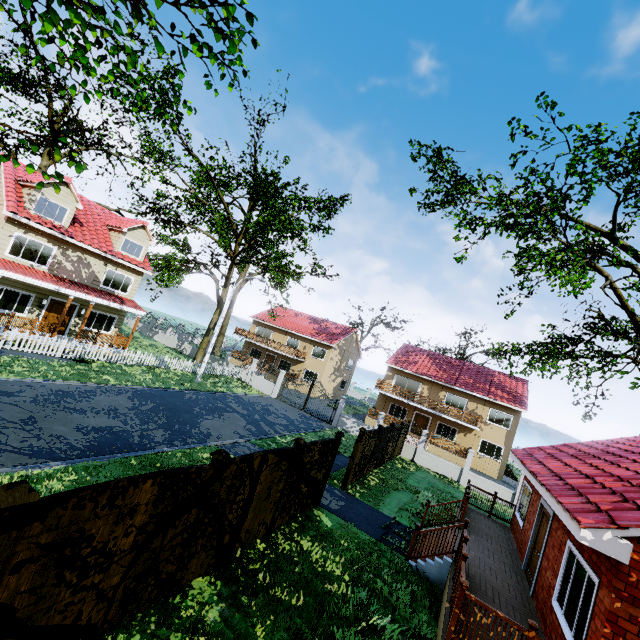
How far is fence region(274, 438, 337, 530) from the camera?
8.91m

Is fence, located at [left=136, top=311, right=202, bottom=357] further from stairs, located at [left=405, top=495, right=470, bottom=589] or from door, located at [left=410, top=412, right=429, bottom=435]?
door, located at [left=410, top=412, right=429, bottom=435]

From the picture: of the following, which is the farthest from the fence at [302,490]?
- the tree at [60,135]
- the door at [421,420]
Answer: the door at [421,420]

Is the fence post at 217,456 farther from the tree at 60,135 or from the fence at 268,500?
the tree at 60,135

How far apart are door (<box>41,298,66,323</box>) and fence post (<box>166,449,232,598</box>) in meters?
20.0

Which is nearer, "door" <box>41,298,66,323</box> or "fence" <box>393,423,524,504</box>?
"door" <box>41,298,66,323</box>

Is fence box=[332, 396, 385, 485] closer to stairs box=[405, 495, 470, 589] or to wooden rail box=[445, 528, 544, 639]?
stairs box=[405, 495, 470, 589]

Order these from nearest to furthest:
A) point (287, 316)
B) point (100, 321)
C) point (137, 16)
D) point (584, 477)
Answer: point (137, 16)
point (584, 477)
point (100, 321)
point (287, 316)
